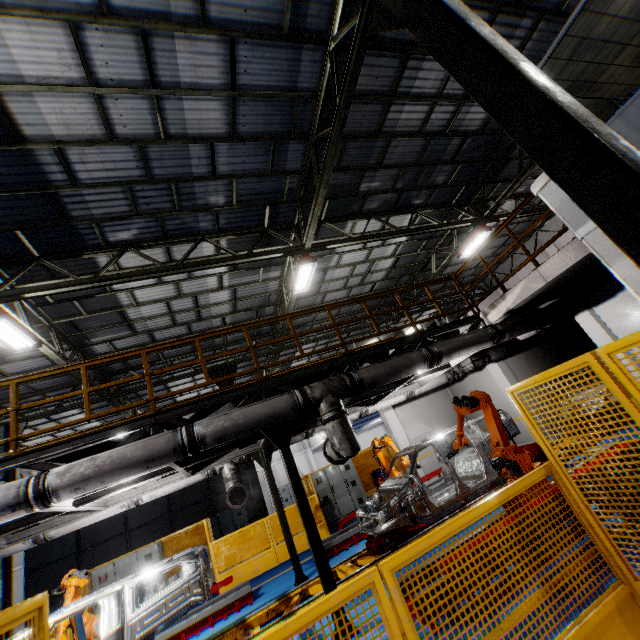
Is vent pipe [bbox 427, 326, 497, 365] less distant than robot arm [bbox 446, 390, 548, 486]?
No

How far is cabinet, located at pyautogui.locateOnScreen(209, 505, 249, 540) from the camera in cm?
1590

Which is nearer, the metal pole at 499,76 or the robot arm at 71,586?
the metal pole at 499,76

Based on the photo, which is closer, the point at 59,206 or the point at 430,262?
the point at 59,206

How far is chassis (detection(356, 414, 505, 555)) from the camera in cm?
696

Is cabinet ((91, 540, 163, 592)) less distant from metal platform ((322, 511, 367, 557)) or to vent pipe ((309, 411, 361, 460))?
metal platform ((322, 511, 367, 557))

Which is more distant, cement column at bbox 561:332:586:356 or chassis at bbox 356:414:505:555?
cement column at bbox 561:332:586:356

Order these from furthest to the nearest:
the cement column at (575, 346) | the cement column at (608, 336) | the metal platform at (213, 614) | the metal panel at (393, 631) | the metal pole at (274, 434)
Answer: the cement column at (575, 346) → the cement column at (608, 336) → the metal platform at (213, 614) → the metal pole at (274, 434) → the metal panel at (393, 631)
